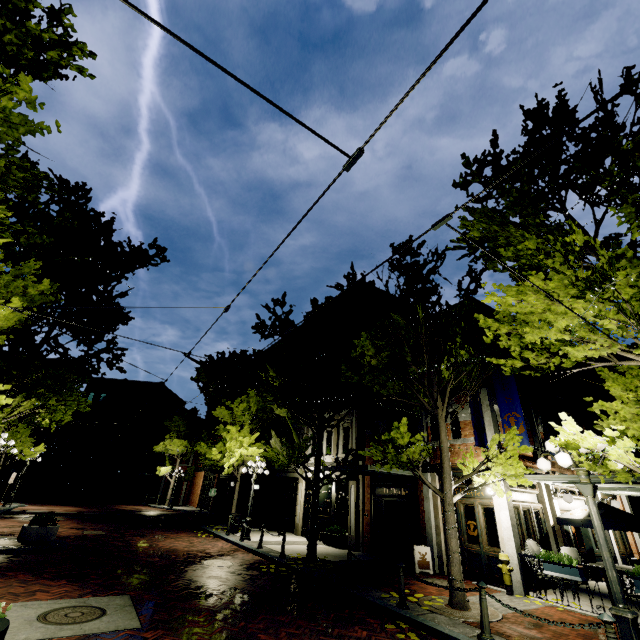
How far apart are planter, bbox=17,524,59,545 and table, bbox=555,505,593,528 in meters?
17.0 m

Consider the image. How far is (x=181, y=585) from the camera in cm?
812

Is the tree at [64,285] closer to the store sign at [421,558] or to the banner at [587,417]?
the store sign at [421,558]

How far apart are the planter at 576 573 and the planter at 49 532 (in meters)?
15.20

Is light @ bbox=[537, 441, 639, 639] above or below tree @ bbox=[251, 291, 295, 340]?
below

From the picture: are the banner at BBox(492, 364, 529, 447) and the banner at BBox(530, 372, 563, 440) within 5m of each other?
yes

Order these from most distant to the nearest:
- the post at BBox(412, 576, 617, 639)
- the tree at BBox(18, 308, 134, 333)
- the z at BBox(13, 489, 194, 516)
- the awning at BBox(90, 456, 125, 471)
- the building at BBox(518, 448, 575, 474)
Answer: the awning at BBox(90, 456, 125, 471) < the z at BBox(13, 489, 194, 516) < the tree at BBox(18, 308, 134, 333) < the building at BBox(518, 448, 575, 474) < the post at BBox(412, 576, 617, 639)

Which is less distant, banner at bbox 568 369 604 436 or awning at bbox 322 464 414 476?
awning at bbox 322 464 414 476
